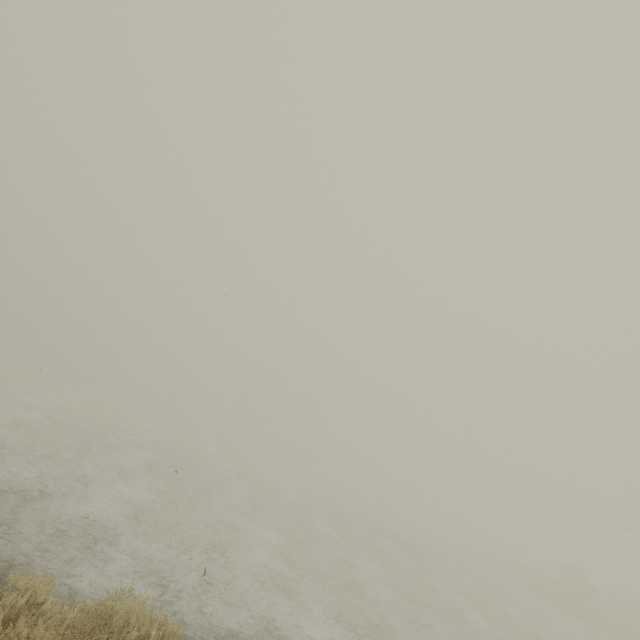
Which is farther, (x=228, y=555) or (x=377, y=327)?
(x=228, y=555)
